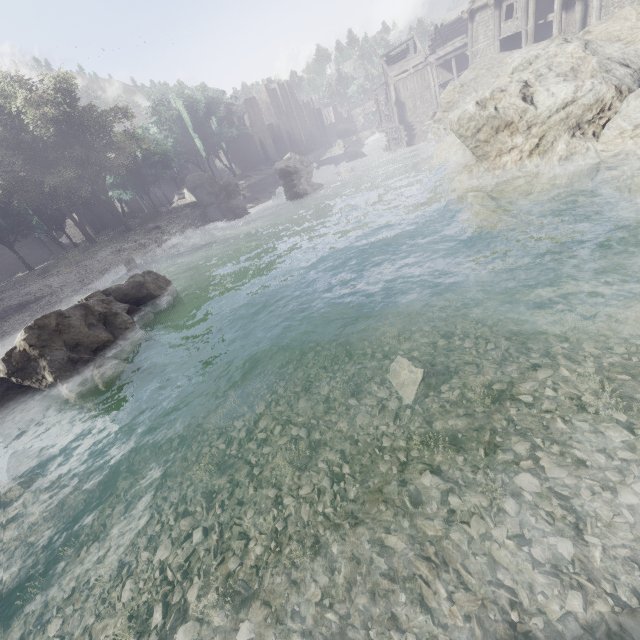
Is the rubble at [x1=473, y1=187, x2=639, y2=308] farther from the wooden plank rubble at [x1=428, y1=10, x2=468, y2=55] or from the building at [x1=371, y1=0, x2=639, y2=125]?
the wooden plank rubble at [x1=428, y1=10, x2=468, y2=55]

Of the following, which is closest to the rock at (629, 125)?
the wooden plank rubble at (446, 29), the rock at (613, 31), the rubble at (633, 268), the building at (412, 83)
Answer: the rubble at (633, 268)

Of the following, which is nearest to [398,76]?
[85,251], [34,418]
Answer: [85,251]

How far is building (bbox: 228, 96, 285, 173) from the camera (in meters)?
54.09

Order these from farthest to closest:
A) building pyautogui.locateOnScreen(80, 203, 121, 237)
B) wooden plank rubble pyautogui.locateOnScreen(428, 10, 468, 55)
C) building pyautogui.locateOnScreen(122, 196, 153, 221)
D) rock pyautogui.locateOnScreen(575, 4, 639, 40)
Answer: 1. building pyautogui.locateOnScreen(122, 196, 153, 221)
2. wooden plank rubble pyautogui.locateOnScreen(428, 10, 468, 55)
3. building pyautogui.locateOnScreen(80, 203, 121, 237)
4. rock pyautogui.locateOnScreen(575, 4, 639, 40)

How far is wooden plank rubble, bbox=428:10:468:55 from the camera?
43.2 meters

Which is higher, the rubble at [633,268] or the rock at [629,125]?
the rock at [629,125]
